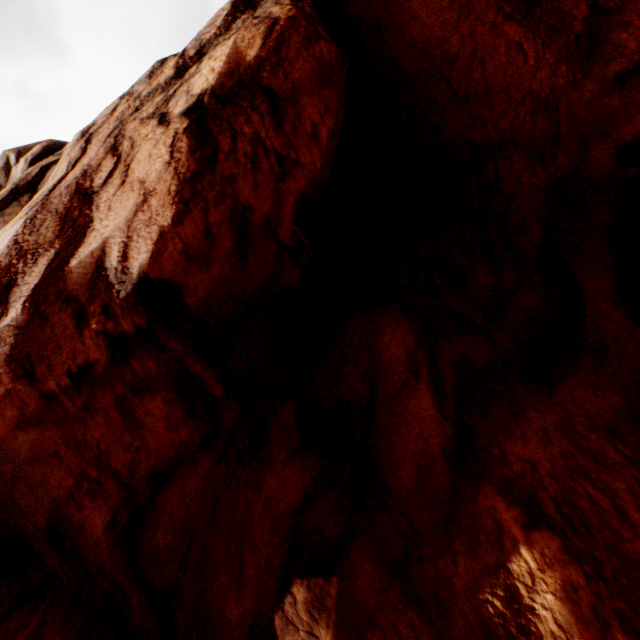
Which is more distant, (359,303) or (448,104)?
(448,104)
